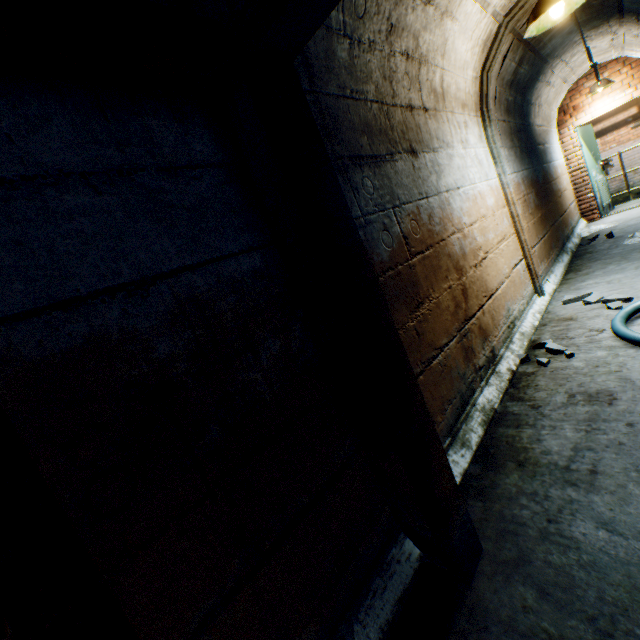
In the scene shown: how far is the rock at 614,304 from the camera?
3.03m

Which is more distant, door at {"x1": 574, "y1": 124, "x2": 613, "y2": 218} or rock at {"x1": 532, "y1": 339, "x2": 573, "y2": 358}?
door at {"x1": 574, "y1": 124, "x2": 613, "y2": 218}

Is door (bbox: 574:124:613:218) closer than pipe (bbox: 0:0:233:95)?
No

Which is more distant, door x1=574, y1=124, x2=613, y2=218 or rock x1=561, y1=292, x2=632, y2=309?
door x1=574, y1=124, x2=613, y2=218

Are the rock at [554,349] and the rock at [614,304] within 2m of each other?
yes

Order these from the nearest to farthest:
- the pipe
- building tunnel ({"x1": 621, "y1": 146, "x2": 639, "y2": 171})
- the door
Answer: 1. the pipe
2. the door
3. building tunnel ({"x1": 621, "y1": 146, "x2": 639, "y2": 171})

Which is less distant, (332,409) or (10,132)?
(10,132)

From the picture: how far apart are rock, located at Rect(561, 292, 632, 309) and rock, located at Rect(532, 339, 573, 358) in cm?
95
